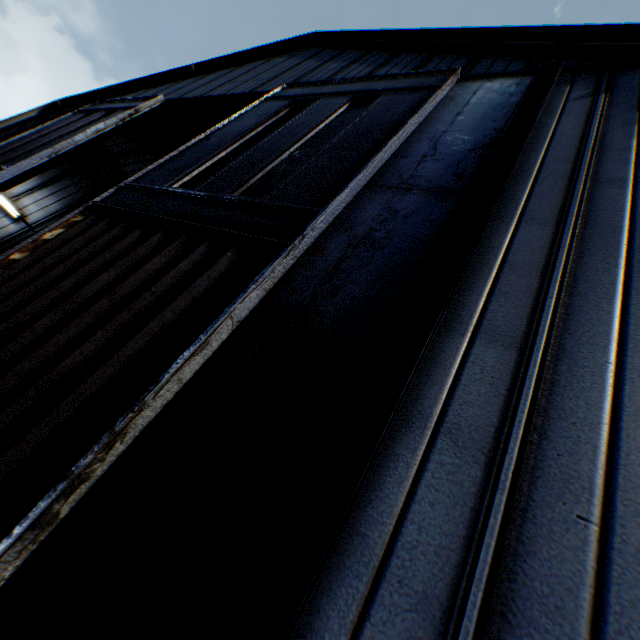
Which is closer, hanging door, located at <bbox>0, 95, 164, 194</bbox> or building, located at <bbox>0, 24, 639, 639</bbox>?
building, located at <bbox>0, 24, 639, 639</bbox>

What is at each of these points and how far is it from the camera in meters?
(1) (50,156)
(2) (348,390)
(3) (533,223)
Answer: (1) hanging door, 9.4
(2) hanging door, 2.5
(3) building, 3.3

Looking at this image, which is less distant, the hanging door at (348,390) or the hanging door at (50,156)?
the hanging door at (348,390)

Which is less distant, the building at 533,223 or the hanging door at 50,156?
the building at 533,223

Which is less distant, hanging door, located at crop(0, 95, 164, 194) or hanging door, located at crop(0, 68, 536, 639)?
hanging door, located at crop(0, 68, 536, 639)
